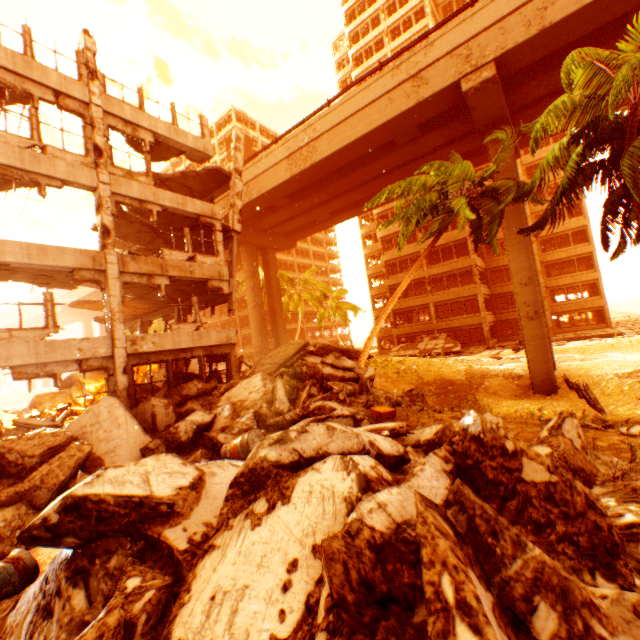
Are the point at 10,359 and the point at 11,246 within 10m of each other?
yes

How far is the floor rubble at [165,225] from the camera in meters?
14.7 m

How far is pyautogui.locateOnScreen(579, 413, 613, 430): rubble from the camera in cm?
592

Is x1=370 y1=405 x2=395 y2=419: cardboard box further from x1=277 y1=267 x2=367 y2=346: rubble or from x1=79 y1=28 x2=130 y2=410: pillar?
x1=277 y1=267 x2=367 y2=346: rubble

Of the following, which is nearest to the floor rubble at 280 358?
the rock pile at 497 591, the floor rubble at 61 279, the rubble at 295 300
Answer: the rock pile at 497 591

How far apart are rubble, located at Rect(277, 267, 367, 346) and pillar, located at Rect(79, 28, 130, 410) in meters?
23.6 m

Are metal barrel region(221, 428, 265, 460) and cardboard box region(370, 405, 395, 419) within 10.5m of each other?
yes

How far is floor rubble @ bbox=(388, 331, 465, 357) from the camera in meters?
30.5 m
